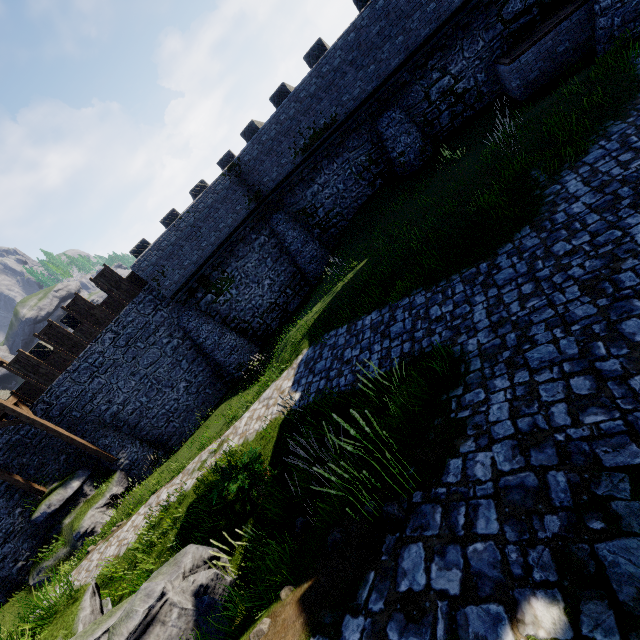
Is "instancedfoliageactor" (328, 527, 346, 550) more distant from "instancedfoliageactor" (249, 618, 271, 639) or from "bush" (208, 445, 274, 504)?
"bush" (208, 445, 274, 504)

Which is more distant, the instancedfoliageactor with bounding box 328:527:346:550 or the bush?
the bush

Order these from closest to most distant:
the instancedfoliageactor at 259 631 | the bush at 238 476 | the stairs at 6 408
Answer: the instancedfoliageactor at 259 631 → the bush at 238 476 → the stairs at 6 408

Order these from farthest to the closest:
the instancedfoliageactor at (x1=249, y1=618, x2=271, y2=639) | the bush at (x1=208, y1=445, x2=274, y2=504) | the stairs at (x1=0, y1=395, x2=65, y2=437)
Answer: the stairs at (x1=0, y1=395, x2=65, y2=437) < the bush at (x1=208, y1=445, x2=274, y2=504) < the instancedfoliageactor at (x1=249, y1=618, x2=271, y2=639)

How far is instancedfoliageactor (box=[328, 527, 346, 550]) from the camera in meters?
3.9 m

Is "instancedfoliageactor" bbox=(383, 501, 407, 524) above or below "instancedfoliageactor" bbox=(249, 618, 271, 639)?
below

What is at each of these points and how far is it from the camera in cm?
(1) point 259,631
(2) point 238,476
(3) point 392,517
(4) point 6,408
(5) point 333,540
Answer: (1) instancedfoliageactor, 352
(2) bush, 734
(3) instancedfoliageactor, 367
(4) stairs, 1570
(5) instancedfoliageactor, 399

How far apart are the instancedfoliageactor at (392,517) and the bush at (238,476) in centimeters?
451cm
